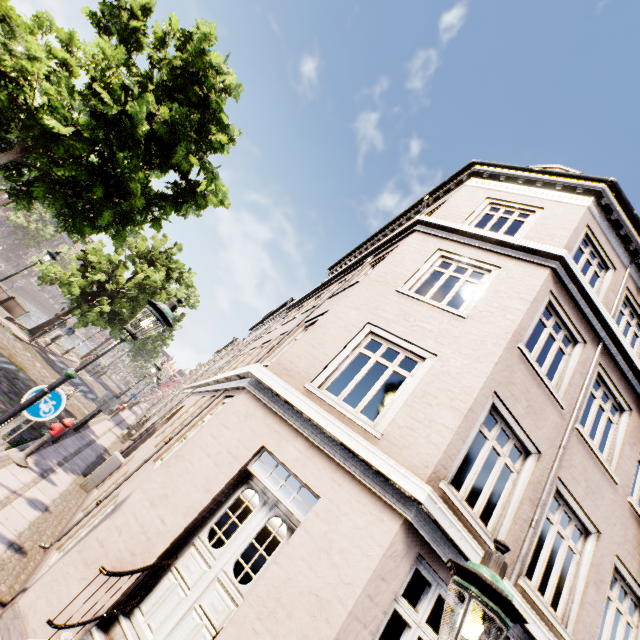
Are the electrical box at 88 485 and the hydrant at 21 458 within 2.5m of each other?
yes

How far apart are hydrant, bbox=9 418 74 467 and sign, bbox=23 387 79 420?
3.23m

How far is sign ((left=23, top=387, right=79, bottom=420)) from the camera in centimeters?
488cm

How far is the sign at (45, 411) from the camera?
4.88m

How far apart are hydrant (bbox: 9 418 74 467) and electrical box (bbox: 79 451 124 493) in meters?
1.9

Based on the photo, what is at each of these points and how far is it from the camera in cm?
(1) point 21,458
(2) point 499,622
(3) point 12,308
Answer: (1) hydrant, 711
(2) street light, 202
(3) bridge, 1844

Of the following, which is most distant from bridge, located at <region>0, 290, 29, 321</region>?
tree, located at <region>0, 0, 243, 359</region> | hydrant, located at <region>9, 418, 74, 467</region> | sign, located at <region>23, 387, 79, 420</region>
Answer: sign, located at <region>23, 387, 79, 420</region>

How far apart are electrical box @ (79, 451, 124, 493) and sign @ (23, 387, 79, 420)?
5.21m
